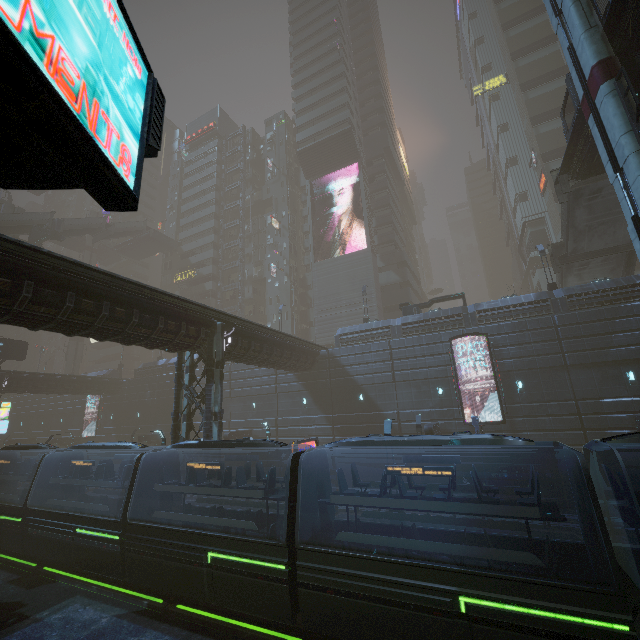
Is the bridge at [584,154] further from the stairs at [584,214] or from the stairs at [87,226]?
the stairs at [87,226]

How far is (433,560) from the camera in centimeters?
1012cm

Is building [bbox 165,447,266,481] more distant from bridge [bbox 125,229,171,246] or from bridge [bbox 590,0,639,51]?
bridge [bbox 590,0,639,51]

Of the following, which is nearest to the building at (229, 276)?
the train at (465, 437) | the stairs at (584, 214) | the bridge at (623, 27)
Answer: the train at (465, 437)

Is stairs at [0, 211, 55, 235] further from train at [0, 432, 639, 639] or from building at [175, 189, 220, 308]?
train at [0, 432, 639, 639]

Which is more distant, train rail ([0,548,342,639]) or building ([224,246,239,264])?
building ([224,246,239,264])

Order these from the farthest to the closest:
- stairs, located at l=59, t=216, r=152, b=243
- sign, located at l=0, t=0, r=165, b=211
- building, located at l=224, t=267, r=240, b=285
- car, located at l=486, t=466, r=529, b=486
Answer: building, located at l=224, t=267, r=240, b=285, stairs, located at l=59, t=216, r=152, b=243, car, located at l=486, t=466, r=529, b=486, sign, located at l=0, t=0, r=165, b=211

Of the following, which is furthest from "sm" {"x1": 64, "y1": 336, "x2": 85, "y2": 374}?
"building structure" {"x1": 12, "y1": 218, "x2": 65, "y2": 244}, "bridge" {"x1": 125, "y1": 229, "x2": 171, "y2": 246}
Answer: "bridge" {"x1": 125, "y1": 229, "x2": 171, "y2": 246}
